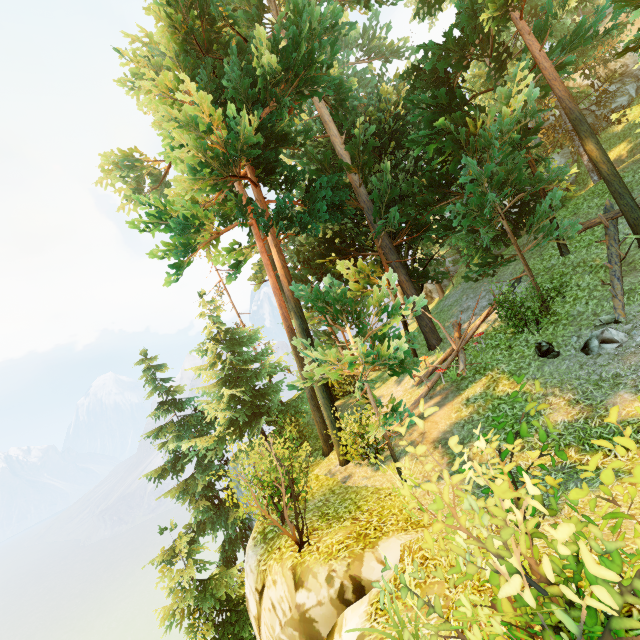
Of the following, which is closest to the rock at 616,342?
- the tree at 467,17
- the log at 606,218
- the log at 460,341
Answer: the log at 606,218

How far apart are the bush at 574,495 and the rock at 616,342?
7.20m

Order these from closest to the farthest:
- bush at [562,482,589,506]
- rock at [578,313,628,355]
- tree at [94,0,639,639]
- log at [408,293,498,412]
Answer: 1. bush at [562,482,589,506]
2. rock at [578,313,628,355]
3. tree at [94,0,639,639]
4. log at [408,293,498,412]

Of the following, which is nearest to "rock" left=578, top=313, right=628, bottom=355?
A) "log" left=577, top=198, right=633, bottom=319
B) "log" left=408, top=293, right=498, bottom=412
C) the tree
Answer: "log" left=577, top=198, right=633, bottom=319

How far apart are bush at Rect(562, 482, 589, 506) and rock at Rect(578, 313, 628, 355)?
7.2m

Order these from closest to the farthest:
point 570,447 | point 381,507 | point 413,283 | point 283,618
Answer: point 283,618 → point 570,447 → point 381,507 → point 413,283

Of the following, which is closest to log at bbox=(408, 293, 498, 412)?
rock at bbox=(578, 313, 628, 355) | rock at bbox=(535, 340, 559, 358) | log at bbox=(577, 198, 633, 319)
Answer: rock at bbox=(535, 340, 559, 358)

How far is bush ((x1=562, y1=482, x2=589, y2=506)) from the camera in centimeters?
241cm
